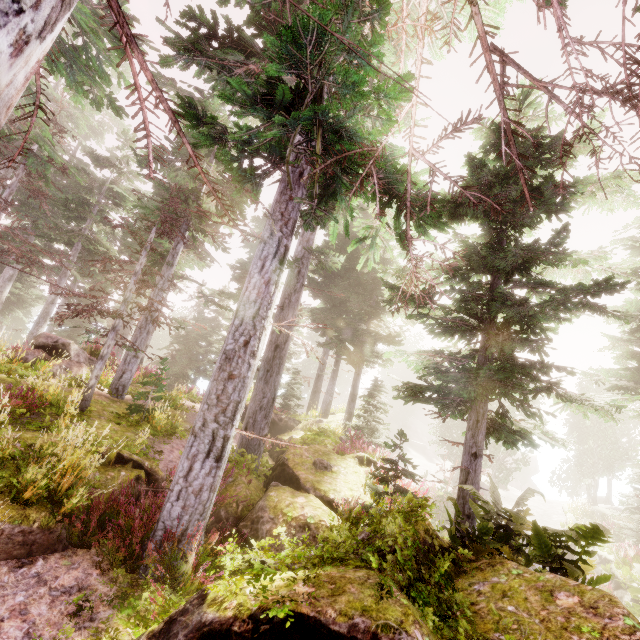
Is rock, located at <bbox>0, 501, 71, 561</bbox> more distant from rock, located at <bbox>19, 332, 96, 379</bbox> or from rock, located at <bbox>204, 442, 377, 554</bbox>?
rock, located at <bbox>19, 332, 96, 379</bbox>

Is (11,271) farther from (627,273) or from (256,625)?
(627,273)

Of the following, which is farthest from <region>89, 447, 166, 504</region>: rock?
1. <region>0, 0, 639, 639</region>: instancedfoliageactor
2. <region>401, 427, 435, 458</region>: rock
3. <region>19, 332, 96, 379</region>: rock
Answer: <region>401, 427, 435, 458</region>: rock

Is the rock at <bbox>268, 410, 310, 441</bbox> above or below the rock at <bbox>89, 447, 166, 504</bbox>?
above

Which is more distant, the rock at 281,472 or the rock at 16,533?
the rock at 281,472

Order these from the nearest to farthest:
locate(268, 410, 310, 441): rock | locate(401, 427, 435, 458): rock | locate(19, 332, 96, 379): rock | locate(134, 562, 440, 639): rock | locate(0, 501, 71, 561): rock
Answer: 1. locate(134, 562, 440, 639): rock
2. locate(0, 501, 71, 561): rock
3. locate(19, 332, 96, 379): rock
4. locate(268, 410, 310, 441): rock
5. locate(401, 427, 435, 458): rock

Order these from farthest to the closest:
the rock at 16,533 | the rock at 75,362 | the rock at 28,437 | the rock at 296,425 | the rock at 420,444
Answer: the rock at 420,444 < the rock at 296,425 < the rock at 75,362 < the rock at 28,437 < the rock at 16,533

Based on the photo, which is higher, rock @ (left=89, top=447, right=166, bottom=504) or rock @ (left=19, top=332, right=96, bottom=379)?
rock @ (left=19, top=332, right=96, bottom=379)
